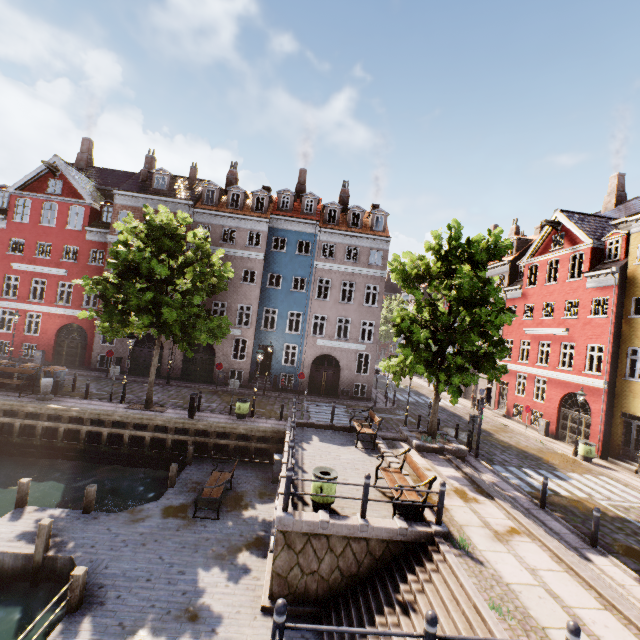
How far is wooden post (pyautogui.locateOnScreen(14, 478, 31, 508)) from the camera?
10.30m

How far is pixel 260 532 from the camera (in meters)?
10.59

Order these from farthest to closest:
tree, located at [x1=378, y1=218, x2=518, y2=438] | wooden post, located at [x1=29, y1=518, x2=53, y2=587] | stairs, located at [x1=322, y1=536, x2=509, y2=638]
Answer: tree, located at [x1=378, y1=218, x2=518, y2=438] → wooden post, located at [x1=29, y1=518, x2=53, y2=587] → stairs, located at [x1=322, y1=536, x2=509, y2=638]

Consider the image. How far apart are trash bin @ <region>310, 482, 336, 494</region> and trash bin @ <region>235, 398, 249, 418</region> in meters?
8.8

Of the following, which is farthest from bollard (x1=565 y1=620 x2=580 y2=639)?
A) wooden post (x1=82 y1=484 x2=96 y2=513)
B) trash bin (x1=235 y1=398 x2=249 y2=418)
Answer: trash bin (x1=235 y1=398 x2=249 y2=418)

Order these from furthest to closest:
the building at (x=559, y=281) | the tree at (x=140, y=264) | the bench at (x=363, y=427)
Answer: the building at (x=559, y=281), the tree at (x=140, y=264), the bench at (x=363, y=427)

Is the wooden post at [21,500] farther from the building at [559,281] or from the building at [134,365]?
the building at [559,281]

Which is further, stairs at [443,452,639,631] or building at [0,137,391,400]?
building at [0,137,391,400]
